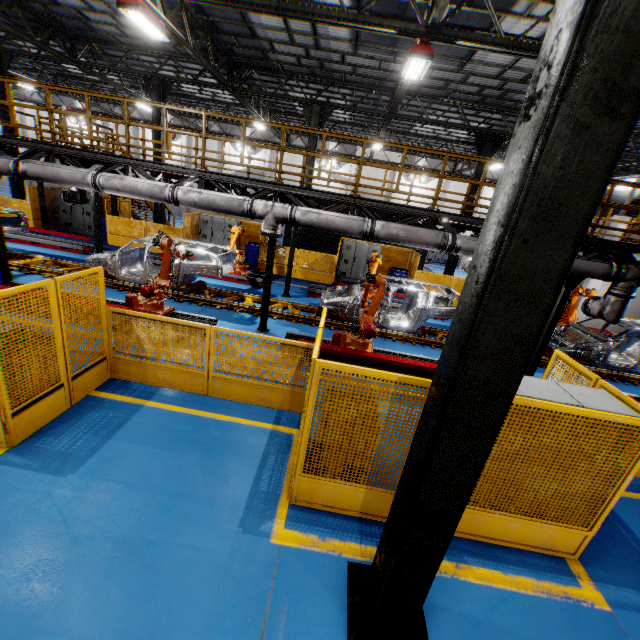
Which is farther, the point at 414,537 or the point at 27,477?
the point at 27,477

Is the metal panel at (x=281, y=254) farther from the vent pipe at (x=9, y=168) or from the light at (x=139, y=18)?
the light at (x=139, y=18)

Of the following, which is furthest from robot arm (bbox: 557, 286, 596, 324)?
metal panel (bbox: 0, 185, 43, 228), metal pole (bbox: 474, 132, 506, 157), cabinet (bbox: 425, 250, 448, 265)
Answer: cabinet (bbox: 425, 250, 448, 265)

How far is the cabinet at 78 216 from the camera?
17.6 meters

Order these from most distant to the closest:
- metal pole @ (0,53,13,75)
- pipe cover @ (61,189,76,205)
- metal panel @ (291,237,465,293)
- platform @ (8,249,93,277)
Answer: metal panel @ (291,237,465,293), metal pole @ (0,53,13,75), pipe cover @ (61,189,76,205), platform @ (8,249,93,277)

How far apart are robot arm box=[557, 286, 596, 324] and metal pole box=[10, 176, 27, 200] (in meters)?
26.72

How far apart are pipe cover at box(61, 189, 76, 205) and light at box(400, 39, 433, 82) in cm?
1252

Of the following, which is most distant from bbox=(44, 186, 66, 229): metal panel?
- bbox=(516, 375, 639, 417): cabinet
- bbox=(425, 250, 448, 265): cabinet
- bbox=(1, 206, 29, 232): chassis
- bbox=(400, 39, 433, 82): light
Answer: bbox=(425, 250, 448, 265): cabinet
